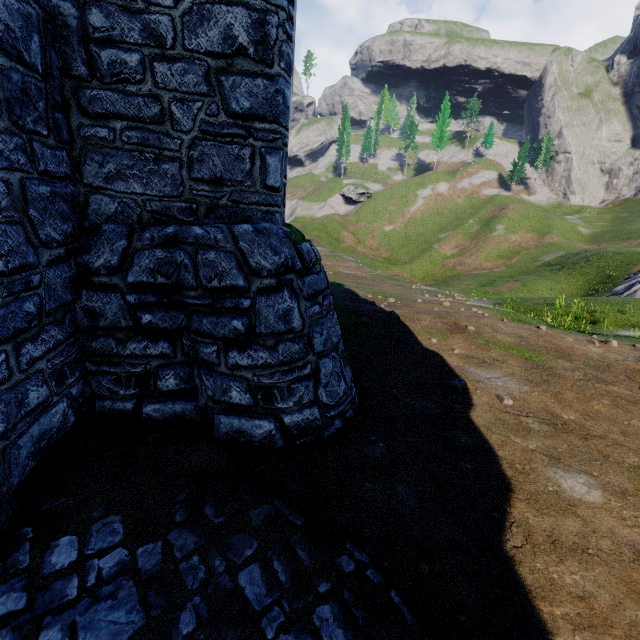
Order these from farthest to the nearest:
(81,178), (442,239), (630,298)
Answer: (442,239)
(630,298)
(81,178)
